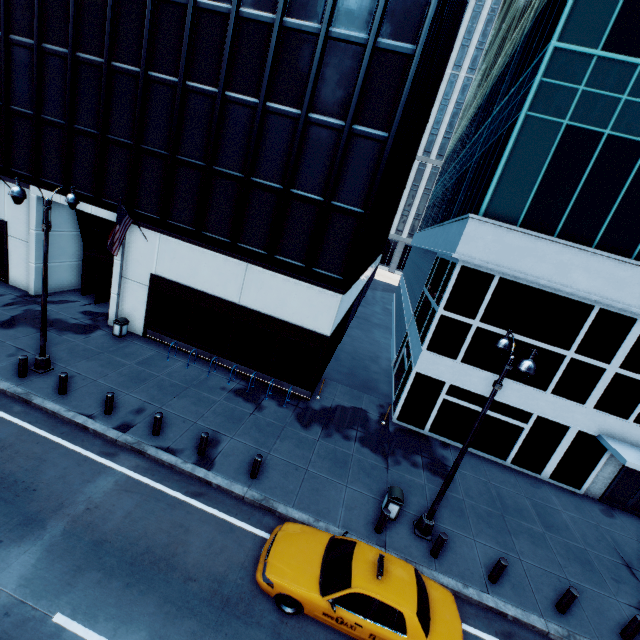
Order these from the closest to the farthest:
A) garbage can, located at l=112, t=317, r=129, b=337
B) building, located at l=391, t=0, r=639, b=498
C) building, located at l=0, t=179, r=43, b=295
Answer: building, located at l=391, t=0, r=639, b=498 < garbage can, located at l=112, t=317, r=129, b=337 < building, located at l=0, t=179, r=43, b=295

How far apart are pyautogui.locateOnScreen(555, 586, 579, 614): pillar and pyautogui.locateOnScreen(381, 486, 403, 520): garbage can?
5.2 meters

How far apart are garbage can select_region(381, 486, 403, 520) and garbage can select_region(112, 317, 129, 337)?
15.4 meters

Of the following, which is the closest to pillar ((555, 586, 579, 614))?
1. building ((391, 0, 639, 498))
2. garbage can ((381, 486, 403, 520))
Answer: garbage can ((381, 486, 403, 520))

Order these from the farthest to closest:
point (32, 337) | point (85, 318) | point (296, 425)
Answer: point (85, 318) < point (32, 337) < point (296, 425)

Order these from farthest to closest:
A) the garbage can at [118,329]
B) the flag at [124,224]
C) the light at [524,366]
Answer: the garbage can at [118,329]
the flag at [124,224]
the light at [524,366]

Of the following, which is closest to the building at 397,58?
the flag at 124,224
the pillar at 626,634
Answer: the flag at 124,224

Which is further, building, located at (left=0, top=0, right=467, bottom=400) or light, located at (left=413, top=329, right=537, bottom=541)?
building, located at (left=0, top=0, right=467, bottom=400)
